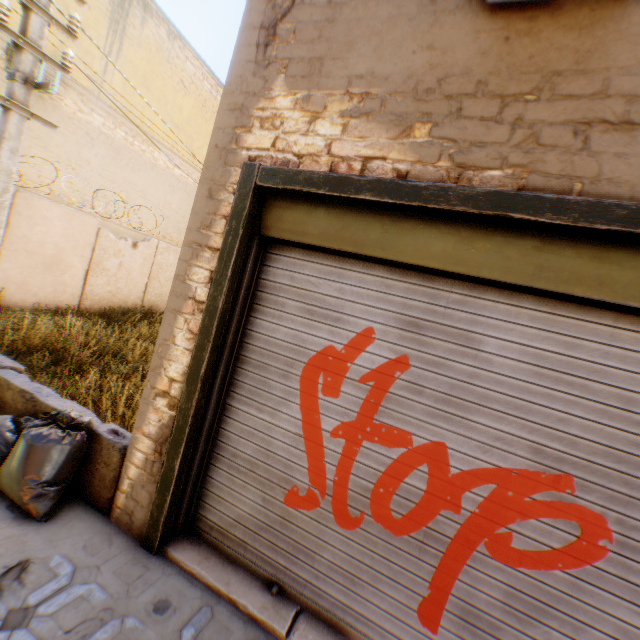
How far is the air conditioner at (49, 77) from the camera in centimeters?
841cm

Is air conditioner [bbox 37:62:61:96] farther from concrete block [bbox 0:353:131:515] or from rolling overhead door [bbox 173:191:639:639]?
concrete block [bbox 0:353:131:515]

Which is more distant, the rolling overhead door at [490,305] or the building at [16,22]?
the building at [16,22]

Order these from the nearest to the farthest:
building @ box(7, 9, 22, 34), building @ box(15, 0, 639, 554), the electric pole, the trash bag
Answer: building @ box(15, 0, 639, 554) → the trash bag → the electric pole → building @ box(7, 9, 22, 34)

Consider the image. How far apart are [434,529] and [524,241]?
2.07m

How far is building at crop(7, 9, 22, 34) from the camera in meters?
8.2 m

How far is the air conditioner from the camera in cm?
841

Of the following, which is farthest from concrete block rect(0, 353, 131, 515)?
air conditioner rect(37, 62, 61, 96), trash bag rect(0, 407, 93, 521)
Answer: air conditioner rect(37, 62, 61, 96)
